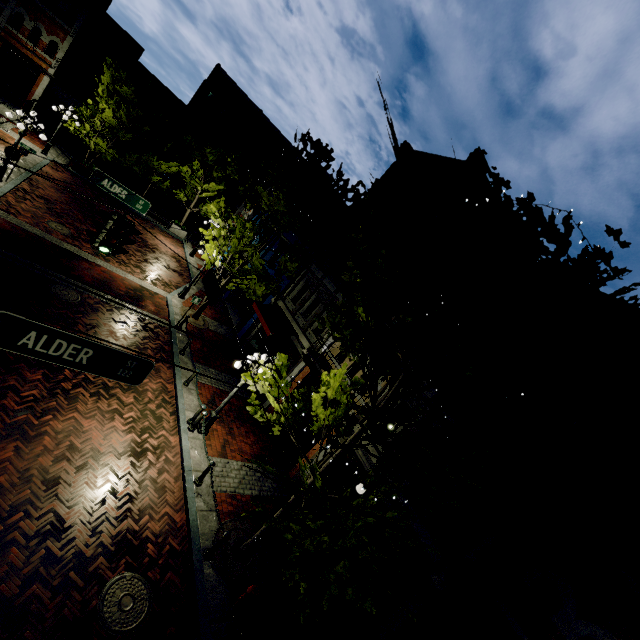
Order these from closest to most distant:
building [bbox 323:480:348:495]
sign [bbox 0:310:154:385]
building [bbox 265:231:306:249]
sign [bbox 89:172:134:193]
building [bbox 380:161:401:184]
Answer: sign [bbox 0:310:154:385] < sign [bbox 89:172:134:193] < building [bbox 323:480:348:495] < building [bbox 380:161:401:184] < building [bbox 265:231:306:249]

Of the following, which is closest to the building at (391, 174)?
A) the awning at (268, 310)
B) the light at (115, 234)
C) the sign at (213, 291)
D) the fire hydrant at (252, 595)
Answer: the awning at (268, 310)

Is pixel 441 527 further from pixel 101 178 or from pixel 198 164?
pixel 198 164

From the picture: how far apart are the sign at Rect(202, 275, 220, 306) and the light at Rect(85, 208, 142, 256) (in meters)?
2.13

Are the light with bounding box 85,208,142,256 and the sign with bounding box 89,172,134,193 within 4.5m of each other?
yes

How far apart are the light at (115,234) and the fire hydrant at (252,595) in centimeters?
823cm

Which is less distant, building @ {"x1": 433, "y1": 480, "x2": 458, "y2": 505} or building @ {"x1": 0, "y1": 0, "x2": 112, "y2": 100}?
building @ {"x1": 433, "y1": 480, "x2": 458, "y2": 505}

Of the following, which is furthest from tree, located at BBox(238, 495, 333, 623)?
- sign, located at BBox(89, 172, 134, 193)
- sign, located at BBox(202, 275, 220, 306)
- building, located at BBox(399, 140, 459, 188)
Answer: sign, located at BBox(89, 172, 134, 193)
